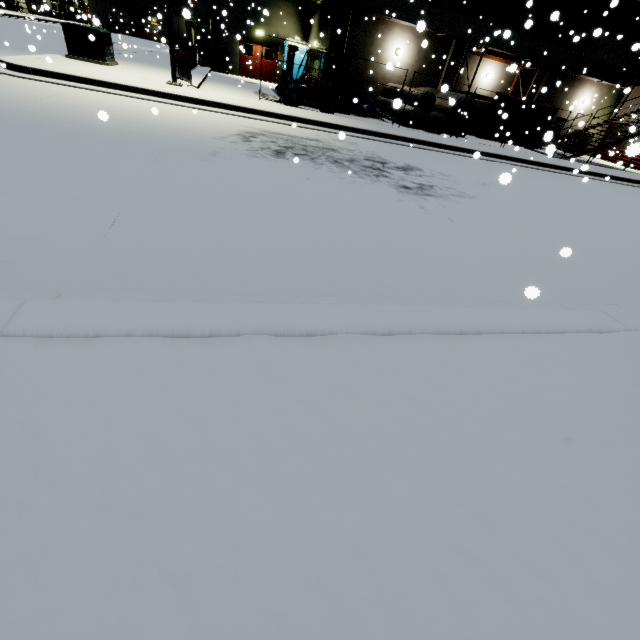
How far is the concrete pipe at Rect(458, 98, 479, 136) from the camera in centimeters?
1781cm

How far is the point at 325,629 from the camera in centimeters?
107cm

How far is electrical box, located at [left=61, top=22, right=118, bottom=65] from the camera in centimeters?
1220cm

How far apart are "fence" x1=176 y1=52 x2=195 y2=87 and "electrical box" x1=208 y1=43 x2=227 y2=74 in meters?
13.6 m

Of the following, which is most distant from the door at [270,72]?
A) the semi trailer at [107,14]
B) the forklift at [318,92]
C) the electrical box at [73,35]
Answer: the electrical box at [73,35]

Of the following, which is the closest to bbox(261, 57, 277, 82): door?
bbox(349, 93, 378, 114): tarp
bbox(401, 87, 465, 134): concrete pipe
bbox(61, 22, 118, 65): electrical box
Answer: bbox(349, 93, 378, 114): tarp

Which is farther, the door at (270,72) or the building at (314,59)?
the door at (270,72)

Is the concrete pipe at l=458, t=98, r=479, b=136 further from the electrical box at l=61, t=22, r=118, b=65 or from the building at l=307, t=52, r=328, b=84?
the electrical box at l=61, t=22, r=118, b=65
